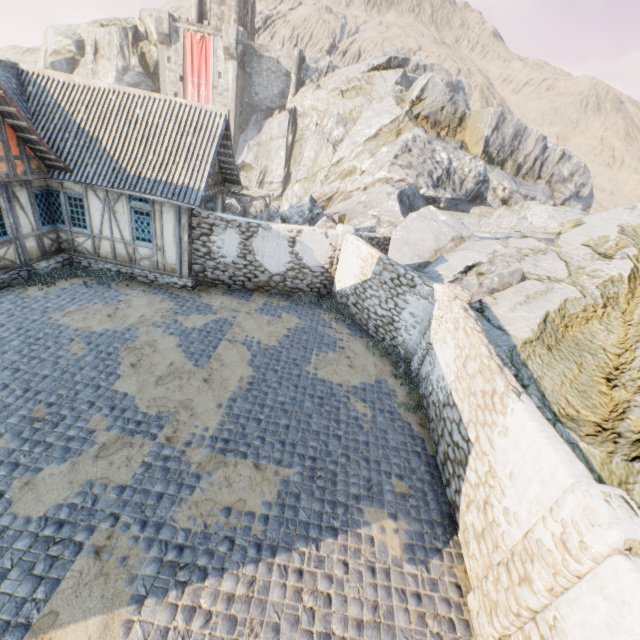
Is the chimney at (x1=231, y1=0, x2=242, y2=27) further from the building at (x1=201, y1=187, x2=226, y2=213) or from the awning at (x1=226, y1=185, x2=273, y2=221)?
the building at (x1=201, y1=187, x2=226, y2=213)

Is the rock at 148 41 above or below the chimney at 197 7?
below

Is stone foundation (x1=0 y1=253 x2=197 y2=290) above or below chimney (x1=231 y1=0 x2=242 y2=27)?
below

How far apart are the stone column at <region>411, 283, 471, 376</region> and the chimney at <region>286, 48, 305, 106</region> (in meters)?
40.23

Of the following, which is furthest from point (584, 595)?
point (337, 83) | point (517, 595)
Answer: point (337, 83)

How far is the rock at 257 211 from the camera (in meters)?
22.88

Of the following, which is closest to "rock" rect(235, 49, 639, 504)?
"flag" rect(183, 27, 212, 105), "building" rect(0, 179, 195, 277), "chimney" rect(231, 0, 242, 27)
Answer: "building" rect(0, 179, 195, 277)

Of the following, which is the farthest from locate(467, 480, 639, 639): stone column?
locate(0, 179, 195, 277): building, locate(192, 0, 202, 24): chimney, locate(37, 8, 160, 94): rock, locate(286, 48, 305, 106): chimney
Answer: locate(192, 0, 202, 24): chimney
